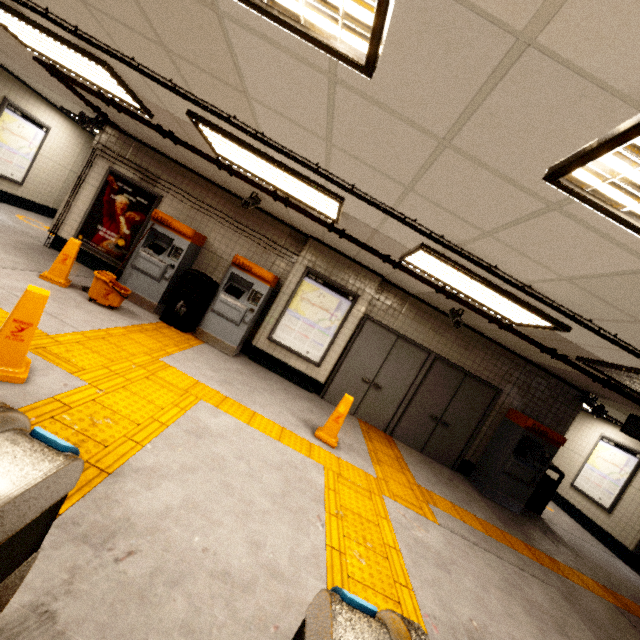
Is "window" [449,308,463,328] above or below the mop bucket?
above

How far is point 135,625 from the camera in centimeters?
158cm

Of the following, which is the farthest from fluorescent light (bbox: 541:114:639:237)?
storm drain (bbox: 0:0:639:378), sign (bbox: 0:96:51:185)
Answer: sign (bbox: 0:96:51:185)

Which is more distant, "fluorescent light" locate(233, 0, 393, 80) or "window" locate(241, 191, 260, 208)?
"window" locate(241, 191, 260, 208)

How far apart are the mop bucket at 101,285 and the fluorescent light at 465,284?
4.51m

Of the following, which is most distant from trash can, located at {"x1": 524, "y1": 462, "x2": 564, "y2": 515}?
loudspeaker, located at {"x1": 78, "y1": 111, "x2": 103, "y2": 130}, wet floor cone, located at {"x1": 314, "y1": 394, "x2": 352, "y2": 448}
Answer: loudspeaker, located at {"x1": 78, "y1": 111, "x2": 103, "y2": 130}

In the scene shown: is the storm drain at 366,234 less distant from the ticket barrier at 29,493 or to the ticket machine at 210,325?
the ticket machine at 210,325

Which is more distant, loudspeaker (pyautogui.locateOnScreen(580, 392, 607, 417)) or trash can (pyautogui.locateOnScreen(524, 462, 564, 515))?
trash can (pyautogui.locateOnScreen(524, 462, 564, 515))
